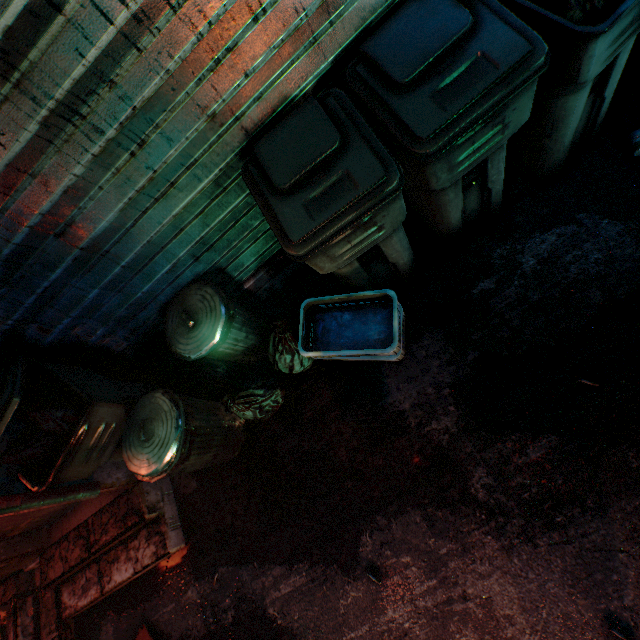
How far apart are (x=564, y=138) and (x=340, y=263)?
1.3 meters

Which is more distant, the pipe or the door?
the door

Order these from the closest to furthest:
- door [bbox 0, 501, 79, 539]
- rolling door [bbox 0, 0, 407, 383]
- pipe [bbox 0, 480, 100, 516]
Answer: rolling door [bbox 0, 0, 407, 383] → pipe [bbox 0, 480, 100, 516] → door [bbox 0, 501, 79, 539]

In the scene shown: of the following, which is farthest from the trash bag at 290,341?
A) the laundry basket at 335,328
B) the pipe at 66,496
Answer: the pipe at 66,496

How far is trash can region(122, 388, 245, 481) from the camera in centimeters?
175cm

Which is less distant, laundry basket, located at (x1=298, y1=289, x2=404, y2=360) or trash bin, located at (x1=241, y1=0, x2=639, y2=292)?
trash bin, located at (x1=241, y1=0, x2=639, y2=292)

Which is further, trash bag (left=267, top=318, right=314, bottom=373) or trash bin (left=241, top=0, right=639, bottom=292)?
trash bag (left=267, top=318, right=314, bottom=373)

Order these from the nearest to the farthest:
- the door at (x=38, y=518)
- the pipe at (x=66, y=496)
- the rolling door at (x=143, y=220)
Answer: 1. the rolling door at (x=143, y=220)
2. the pipe at (x=66, y=496)
3. the door at (x=38, y=518)
